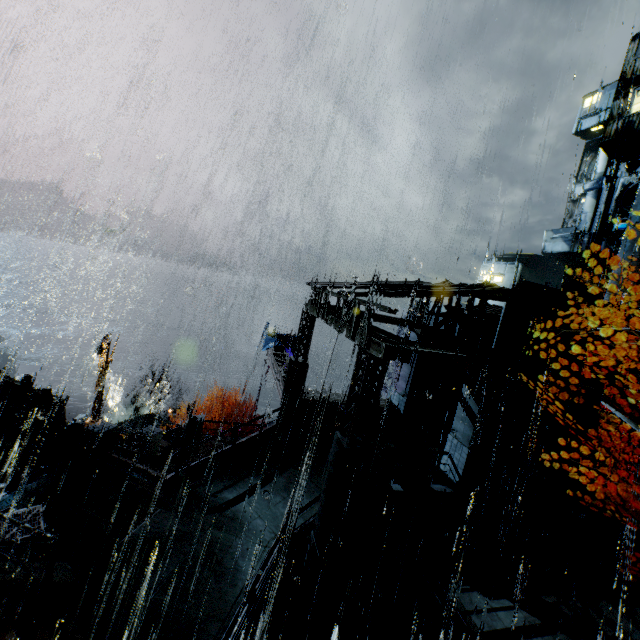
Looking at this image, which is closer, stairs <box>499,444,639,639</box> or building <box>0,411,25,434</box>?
stairs <box>499,444,639,639</box>

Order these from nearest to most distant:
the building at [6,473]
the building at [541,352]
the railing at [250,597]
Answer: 1. the railing at [250,597]
2. the building at [6,473]
3. the building at [541,352]

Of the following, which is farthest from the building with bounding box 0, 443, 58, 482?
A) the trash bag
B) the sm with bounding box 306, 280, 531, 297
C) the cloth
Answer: the cloth

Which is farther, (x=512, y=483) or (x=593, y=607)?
(x=512, y=483)

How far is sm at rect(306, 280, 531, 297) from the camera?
10.6m

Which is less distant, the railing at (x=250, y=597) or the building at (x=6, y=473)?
the railing at (x=250, y=597)

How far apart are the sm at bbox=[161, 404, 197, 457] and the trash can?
8.2 meters

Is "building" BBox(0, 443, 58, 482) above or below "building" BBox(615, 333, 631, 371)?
below
